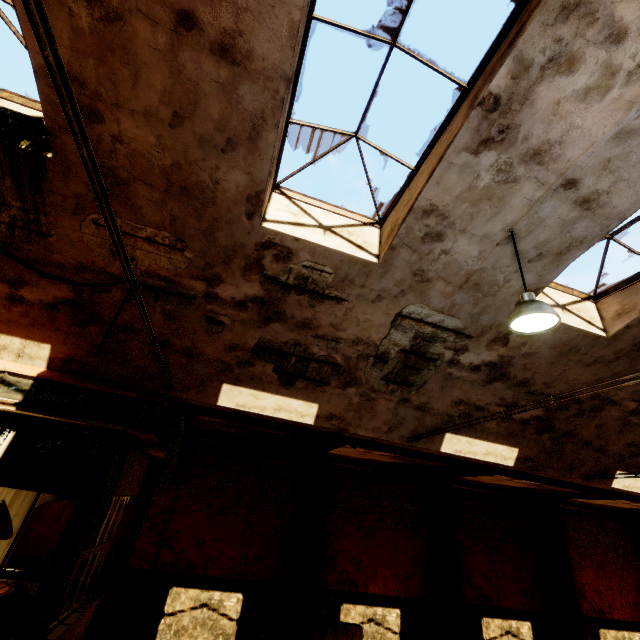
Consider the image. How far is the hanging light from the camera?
3.9m

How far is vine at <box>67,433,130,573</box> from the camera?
4.9 meters

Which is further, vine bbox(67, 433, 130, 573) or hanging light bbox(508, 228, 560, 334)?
vine bbox(67, 433, 130, 573)

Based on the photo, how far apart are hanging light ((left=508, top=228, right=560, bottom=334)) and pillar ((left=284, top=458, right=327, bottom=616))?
8.8m

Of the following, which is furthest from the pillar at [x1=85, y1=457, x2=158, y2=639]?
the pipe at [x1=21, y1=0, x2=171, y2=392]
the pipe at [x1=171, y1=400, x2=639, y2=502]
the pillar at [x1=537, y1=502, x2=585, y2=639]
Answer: the pillar at [x1=537, y1=502, x2=585, y2=639]

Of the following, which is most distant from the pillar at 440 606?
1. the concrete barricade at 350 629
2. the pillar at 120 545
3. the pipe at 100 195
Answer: the pipe at 100 195

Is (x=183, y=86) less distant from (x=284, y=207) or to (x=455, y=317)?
(x=284, y=207)

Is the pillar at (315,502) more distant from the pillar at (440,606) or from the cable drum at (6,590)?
the cable drum at (6,590)
